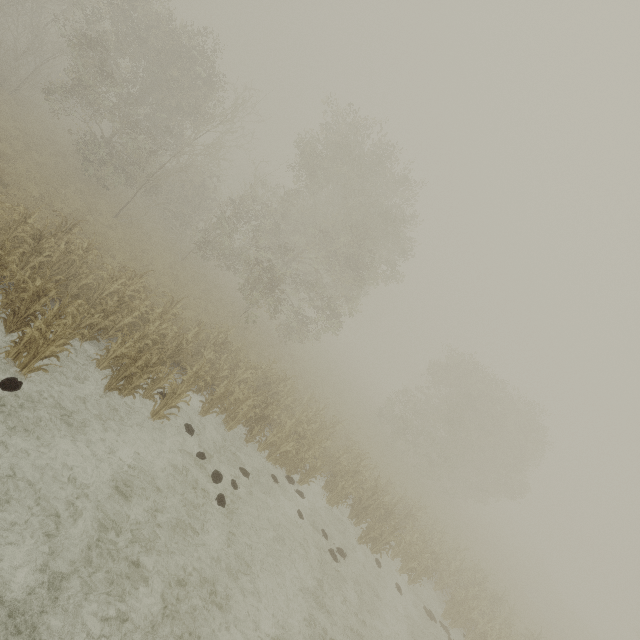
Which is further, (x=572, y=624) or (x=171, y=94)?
(x=572, y=624)
